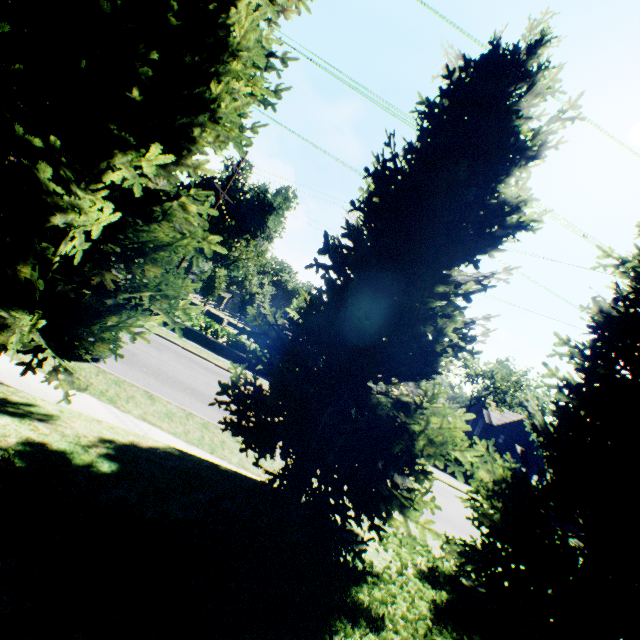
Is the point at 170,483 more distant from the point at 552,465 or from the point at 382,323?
the point at 552,465

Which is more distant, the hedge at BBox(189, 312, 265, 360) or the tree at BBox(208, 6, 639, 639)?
the hedge at BBox(189, 312, 265, 360)

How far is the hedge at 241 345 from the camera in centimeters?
2217cm

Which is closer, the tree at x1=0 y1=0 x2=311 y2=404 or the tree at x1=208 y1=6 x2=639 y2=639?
the tree at x1=0 y1=0 x2=311 y2=404

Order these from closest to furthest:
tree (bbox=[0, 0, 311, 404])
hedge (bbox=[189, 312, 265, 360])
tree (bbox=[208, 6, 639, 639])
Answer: tree (bbox=[0, 0, 311, 404])
tree (bbox=[208, 6, 639, 639])
hedge (bbox=[189, 312, 265, 360])

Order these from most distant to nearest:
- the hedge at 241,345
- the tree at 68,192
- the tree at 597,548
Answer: the hedge at 241,345 → the tree at 597,548 → the tree at 68,192

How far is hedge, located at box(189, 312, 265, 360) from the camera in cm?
2217
